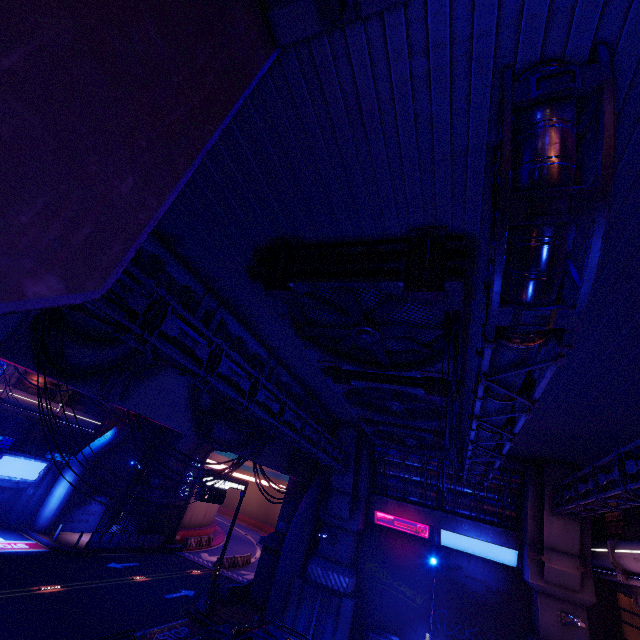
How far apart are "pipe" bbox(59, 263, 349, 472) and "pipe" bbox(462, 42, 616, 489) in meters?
7.1 m

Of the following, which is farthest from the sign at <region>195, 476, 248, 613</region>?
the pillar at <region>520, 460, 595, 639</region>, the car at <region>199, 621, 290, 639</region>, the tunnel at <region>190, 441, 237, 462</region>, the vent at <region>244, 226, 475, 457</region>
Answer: the pillar at <region>520, 460, 595, 639</region>

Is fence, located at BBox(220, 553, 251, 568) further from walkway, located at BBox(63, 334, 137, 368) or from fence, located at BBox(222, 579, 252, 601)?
walkway, located at BBox(63, 334, 137, 368)

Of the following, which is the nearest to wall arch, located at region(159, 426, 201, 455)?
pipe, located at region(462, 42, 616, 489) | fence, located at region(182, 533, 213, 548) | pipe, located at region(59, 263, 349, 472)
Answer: fence, located at region(182, 533, 213, 548)

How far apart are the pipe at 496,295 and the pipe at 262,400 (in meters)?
7.13

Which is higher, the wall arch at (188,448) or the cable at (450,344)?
the cable at (450,344)

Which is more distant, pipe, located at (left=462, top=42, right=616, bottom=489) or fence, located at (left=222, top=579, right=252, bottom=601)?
fence, located at (left=222, top=579, right=252, bottom=601)

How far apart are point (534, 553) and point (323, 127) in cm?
2414
